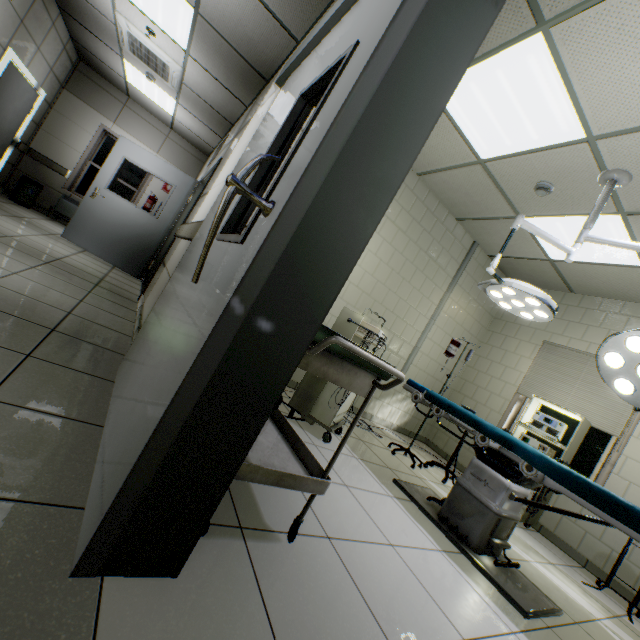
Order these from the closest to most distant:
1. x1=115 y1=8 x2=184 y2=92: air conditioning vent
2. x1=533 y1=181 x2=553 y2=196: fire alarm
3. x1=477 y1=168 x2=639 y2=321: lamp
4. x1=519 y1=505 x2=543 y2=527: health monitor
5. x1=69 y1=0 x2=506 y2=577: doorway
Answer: x1=69 y1=0 x2=506 y2=577: doorway < x1=477 y1=168 x2=639 y2=321: lamp < x1=533 y1=181 x2=553 y2=196: fire alarm < x1=519 y1=505 x2=543 y2=527: health monitor < x1=115 y1=8 x2=184 y2=92: air conditioning vent

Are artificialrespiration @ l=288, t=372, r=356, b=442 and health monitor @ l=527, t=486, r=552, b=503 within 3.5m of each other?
yes

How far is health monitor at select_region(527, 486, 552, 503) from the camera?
3.71m

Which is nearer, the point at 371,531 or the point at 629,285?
the point at 371,531

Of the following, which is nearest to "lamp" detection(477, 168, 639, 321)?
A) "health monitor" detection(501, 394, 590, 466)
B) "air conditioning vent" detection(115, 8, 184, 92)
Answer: "health monitor" detection(501, 394, 590, 466)

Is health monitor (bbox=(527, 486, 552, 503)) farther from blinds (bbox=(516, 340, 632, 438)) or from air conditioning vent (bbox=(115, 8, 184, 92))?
air conditioning vent (bbox=(115, 8, 184, 92))

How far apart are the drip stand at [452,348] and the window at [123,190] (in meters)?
8.13

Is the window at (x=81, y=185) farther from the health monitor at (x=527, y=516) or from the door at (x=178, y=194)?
the health monitor at (x=527, y=516)
